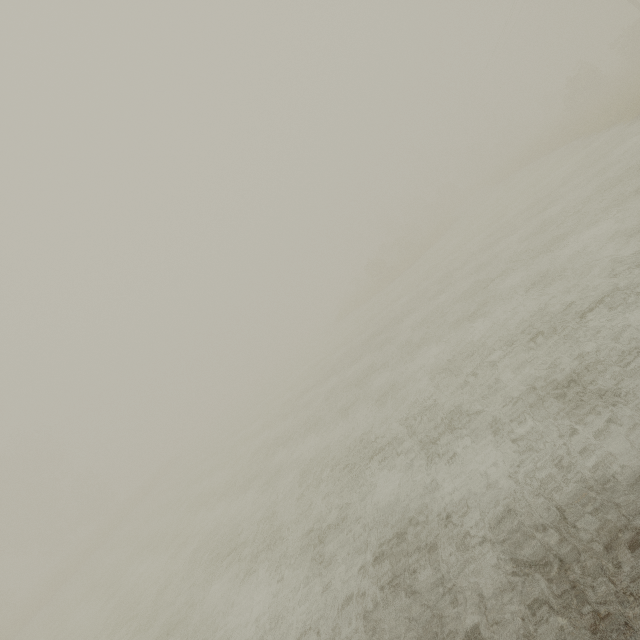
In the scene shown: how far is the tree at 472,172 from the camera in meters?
37.3

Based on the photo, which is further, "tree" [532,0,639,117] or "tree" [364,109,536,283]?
"tree" [364,109,536,283]

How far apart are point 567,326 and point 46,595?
42.6m

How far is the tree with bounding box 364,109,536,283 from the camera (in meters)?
37.34

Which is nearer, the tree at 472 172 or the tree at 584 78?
the tree at 584 78
